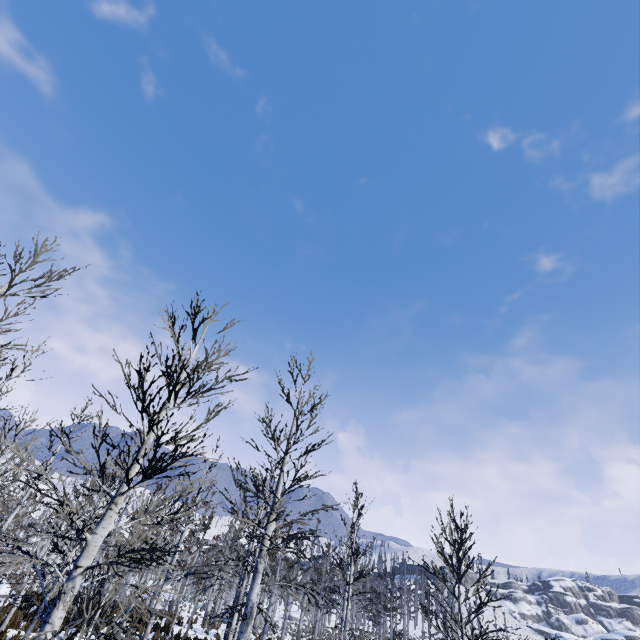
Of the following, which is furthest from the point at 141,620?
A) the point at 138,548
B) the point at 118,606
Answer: the point at 138,548
